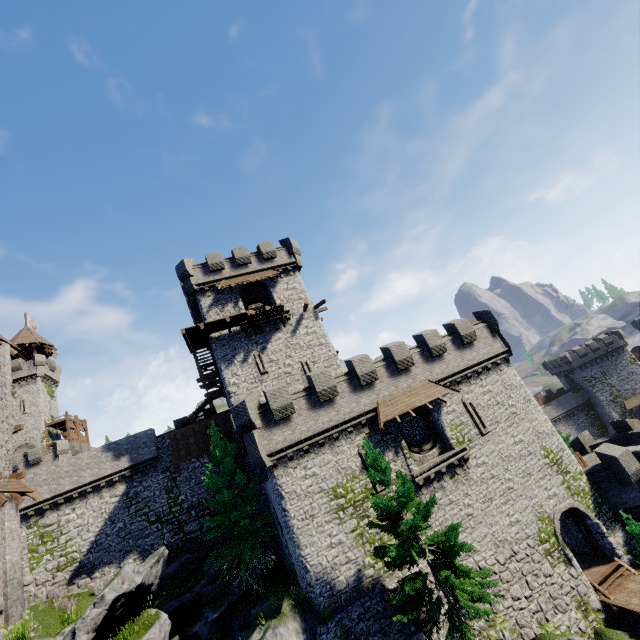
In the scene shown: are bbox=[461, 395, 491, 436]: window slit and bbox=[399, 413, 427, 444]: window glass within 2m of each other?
no

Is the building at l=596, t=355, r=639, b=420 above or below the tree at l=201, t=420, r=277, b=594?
below

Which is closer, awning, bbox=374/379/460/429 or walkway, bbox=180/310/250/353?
awning, bbox=374/379/460/429

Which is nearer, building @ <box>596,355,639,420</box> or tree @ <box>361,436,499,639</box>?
tree @ <box>361,436,499,639</box>

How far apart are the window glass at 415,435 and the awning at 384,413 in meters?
1.3

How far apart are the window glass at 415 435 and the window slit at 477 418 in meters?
2.8

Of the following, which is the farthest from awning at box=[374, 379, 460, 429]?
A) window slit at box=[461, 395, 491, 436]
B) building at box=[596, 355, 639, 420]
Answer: building at box=[596, 355, 639, 420]

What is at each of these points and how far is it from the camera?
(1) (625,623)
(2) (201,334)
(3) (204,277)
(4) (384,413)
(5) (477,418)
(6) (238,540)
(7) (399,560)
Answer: (1) wooden support, 17.14m
(2) walkway, 26.44m
(3) building, 28.91m
(4) awning, 20.12m
(5) window slit, 22.03m
(6) tree, 22.22m
(7) tree, 13.93m
